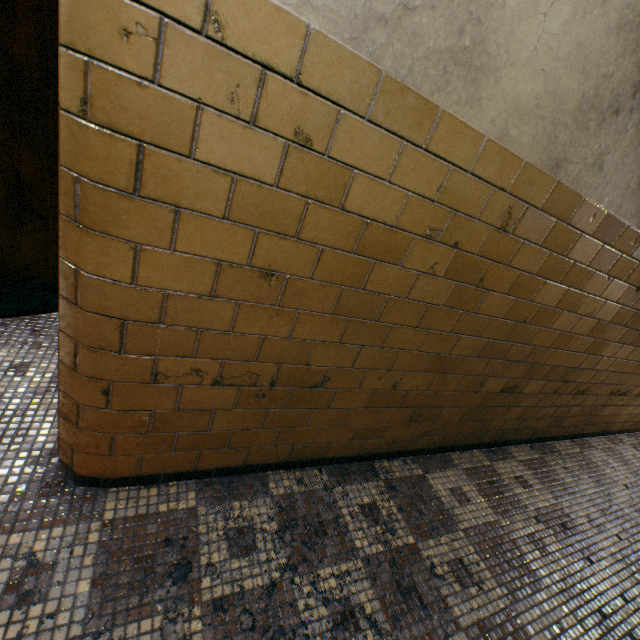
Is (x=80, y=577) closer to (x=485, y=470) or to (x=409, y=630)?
(x=409, y=630)
